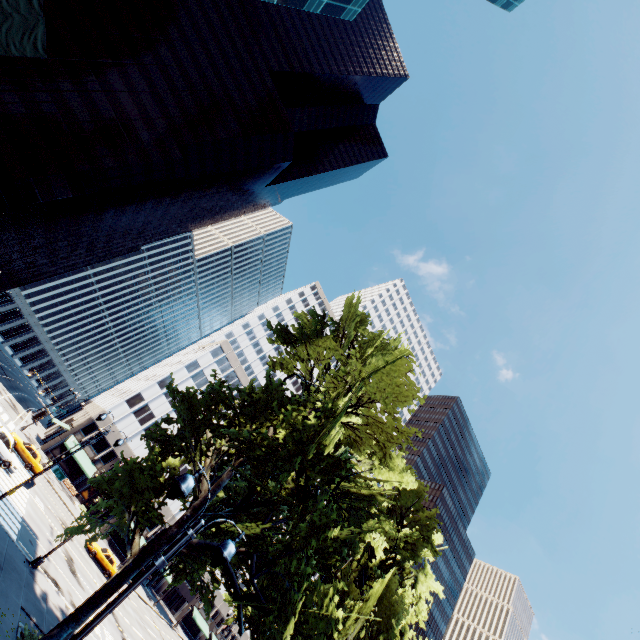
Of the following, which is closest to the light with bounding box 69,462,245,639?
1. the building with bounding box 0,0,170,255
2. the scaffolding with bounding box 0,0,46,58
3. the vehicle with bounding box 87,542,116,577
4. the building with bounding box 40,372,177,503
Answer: the scaffolding with bounding box 0,0,46,58

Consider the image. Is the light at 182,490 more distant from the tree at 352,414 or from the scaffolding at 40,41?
the scaffolding at 40,41

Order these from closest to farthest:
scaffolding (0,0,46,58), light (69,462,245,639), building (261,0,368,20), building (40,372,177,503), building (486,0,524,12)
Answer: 1. light (69,462,245,639)
2. scaffolding (0,0,46,58)
3. building (261,0,368,20)
4. building (40,372,177,503)
5. building (486,0,524,12)

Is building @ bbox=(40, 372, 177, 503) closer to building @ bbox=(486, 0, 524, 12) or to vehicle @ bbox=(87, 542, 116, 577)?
vehicle @ bbox=(87, 542, 116, 577)

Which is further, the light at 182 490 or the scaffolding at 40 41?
the scaffolding at 40 41

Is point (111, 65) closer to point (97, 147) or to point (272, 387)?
point (97, 147)

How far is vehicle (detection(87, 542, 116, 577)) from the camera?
35.5m

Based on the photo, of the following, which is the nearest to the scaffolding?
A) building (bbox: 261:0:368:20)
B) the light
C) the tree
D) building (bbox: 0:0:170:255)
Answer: building (bbox: 261:0:368:20)
